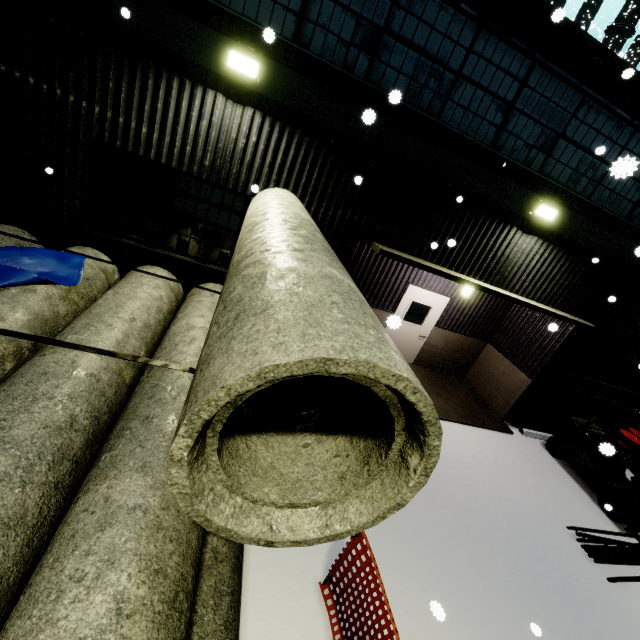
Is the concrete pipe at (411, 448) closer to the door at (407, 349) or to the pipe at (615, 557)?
the door at (407, 349)

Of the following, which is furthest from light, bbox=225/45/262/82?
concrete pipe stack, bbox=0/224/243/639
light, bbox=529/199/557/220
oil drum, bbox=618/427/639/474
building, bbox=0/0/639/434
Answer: oil drum, bbox=618/427/639/474

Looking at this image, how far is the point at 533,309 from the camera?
7.11m

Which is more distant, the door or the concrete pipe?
the door

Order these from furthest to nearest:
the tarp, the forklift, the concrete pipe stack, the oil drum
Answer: the oil drum → the forklift → the tarp → the concrete pipe stack

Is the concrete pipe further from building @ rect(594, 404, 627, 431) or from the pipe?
the pipe

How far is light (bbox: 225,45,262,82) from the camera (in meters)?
4.60

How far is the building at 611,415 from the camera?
10.0m
